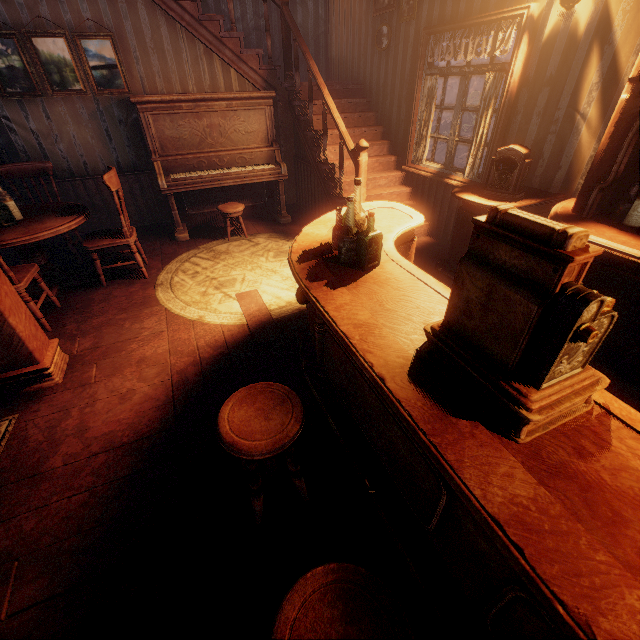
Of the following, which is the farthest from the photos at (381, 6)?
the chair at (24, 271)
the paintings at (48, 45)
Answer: the chair at (24, 271)

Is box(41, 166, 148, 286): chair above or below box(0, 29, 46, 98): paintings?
below

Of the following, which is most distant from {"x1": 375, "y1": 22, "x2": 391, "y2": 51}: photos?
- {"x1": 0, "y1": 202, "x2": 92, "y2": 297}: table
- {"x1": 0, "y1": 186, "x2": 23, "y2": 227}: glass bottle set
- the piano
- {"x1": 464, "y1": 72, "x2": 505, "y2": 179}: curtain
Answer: {"x1": 0, "y1": 186, "x2": 23, "y2": 227}: glass bottle set

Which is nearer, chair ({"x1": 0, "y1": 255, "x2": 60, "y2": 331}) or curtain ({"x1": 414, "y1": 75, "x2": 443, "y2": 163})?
chair ({"x1": 0, "y1": 255, "x2": 60, "y2": 331})

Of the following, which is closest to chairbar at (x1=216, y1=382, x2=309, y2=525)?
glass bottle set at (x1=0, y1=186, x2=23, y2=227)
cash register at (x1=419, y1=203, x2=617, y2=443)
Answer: cash register at (x1=419, y1=203, x2=617, y2=443)

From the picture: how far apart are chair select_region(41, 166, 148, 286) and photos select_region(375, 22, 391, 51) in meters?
4.2 m

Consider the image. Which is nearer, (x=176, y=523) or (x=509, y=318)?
(x=509, y=318)

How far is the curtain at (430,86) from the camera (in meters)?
4.19
